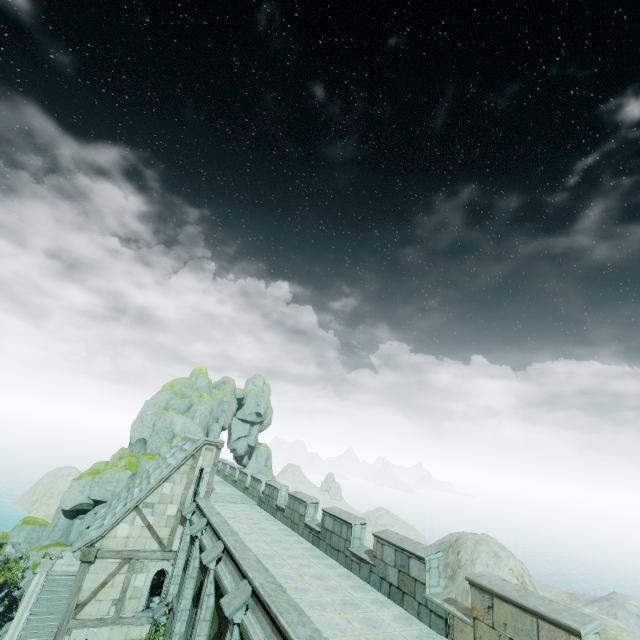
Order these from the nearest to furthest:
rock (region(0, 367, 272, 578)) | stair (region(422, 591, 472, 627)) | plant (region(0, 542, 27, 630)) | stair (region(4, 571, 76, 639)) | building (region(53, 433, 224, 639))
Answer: stair (region(422, 591, 472, 627)) → building (region(53, 433, 224, 639)) → stair (region(4, 571, 76, 639)) → plant (region(0, 542, 27, 630)) → rock (region(0, 367, 272, 578))

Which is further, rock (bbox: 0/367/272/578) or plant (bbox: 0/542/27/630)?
rock (bbox: 0/367/272/578)

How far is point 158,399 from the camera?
36.4m

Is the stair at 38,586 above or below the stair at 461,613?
below

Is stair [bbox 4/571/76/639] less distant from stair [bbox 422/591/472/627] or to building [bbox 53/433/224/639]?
building [bbox 53/433/224/639]

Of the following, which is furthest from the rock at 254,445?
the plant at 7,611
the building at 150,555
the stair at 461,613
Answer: the stair at 461,613

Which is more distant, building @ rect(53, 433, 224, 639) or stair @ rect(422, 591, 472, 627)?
building @ rect(53, 433, 224, 639)

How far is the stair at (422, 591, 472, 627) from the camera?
7.30m
